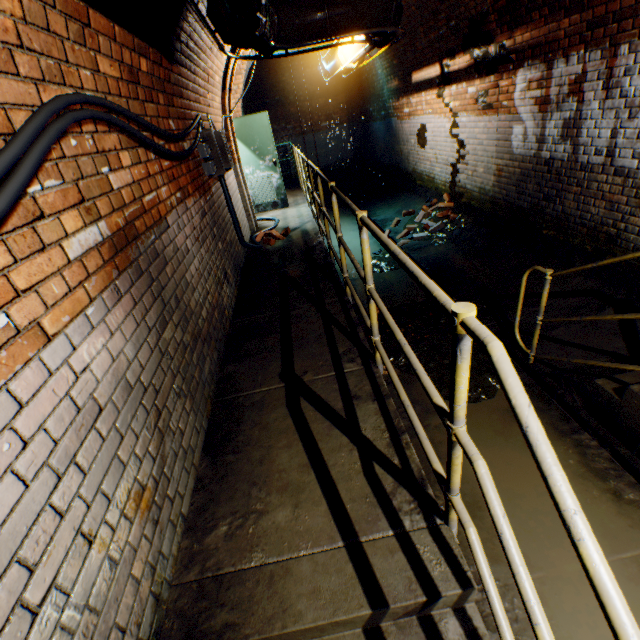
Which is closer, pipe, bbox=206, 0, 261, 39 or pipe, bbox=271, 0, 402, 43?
pipe, bbox=206, 0, 261, 39

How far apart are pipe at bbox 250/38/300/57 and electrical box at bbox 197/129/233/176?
0.9m

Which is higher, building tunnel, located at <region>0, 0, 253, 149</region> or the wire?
building tunnel, located at <region>0, 0, 253, 149</region>

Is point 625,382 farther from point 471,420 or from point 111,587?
point 111,587

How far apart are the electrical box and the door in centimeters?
374cm

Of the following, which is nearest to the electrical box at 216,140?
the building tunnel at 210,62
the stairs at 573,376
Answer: the building tunnel at 210,62

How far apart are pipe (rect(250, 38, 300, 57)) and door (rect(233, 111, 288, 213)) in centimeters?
304cm

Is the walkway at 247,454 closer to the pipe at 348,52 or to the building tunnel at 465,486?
the building tunnel at 465,486
